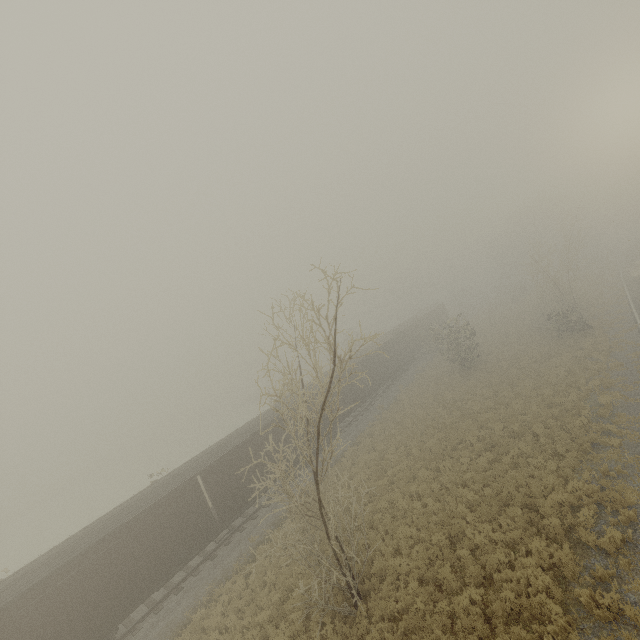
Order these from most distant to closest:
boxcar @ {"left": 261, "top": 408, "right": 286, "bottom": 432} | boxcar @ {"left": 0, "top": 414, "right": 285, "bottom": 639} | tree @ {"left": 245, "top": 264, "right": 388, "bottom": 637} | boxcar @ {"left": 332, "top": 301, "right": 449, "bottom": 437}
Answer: boxcar @ {"left": 332, "top": 301, "right": 449, "bottom": 437} → boxcar @ {"left": 261, "top": 408, "right": 286, "bottom": 432} → boxcar @ {"left": 0, "top": 414, "right": 285, "bottom": 639} → tree @ {"left": 245, "top": 264, "right": 388, "bottom": 637}

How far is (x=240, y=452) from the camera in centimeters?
2022cm

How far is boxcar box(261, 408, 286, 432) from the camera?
22.0 meters

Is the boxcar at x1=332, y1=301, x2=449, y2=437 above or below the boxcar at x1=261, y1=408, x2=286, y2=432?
below

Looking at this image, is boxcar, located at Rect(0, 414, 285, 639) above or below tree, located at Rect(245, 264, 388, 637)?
below

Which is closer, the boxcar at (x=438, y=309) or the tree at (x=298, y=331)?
the tree at (x=298, y=331)

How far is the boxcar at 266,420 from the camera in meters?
22.0 m
